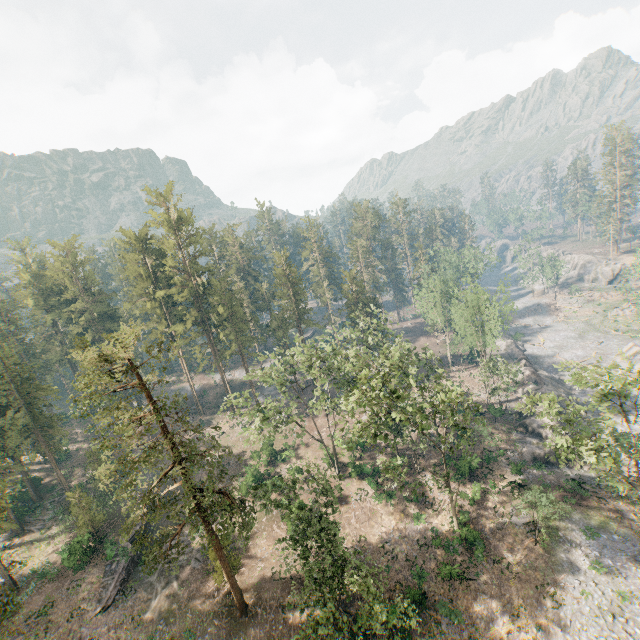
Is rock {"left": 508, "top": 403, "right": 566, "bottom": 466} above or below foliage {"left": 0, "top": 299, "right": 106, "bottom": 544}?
below

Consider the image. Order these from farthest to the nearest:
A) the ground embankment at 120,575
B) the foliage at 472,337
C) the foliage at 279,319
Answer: the foliage at 279,319 → the foliage at 472,337 → the ground embankment at 120,575

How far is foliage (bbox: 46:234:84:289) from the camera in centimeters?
5759cm

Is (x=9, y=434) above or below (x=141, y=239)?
below

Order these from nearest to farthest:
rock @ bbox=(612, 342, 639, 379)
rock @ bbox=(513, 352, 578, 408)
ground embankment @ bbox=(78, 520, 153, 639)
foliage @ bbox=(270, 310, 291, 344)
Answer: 1. ground embankment @ bbox=(78, 520, 153, 639)
2. rock @ bbox=(513, 352, 578, 408)
3. rock @ bbox=(612, 342, 639, 379)
4. foliage @ bbox=(270, 310, 291, 344)

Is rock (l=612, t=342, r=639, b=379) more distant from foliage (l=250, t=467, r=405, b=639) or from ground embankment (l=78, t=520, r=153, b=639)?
ground embankment (l=78, t=520, r=153, b=639)

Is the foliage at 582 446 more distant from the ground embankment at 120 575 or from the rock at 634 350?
the rock at 634 350
